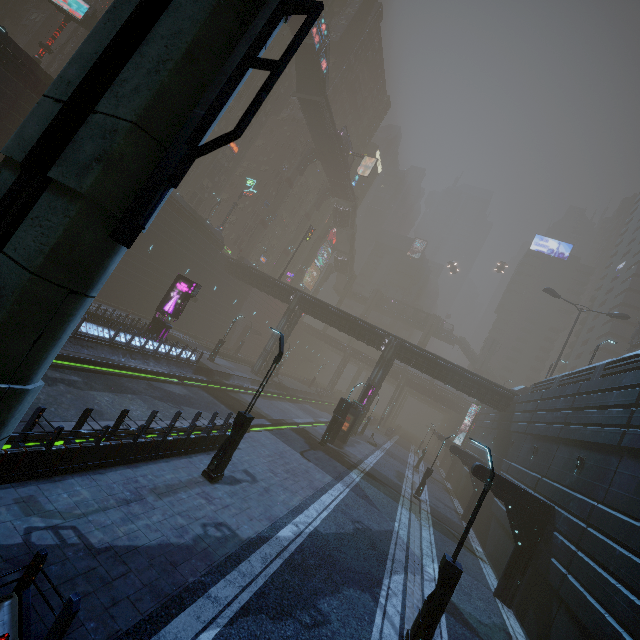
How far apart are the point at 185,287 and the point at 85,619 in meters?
22.4 m

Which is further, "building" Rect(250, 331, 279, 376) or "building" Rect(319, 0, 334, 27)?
"building" Rect(319, 0, 334, 27)

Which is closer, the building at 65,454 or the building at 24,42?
the building at 65,454

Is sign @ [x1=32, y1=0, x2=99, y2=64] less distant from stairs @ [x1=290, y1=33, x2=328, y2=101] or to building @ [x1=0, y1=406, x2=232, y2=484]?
building @ [x1=0, y1=406, x2=232, y2=484]

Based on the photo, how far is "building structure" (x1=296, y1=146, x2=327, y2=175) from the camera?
56.9 meters

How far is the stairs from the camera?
43.1 meters

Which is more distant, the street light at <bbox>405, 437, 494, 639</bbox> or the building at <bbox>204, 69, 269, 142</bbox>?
the building at <bbox>204, 69, 269, 142</bbox>

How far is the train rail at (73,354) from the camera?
13.0m
